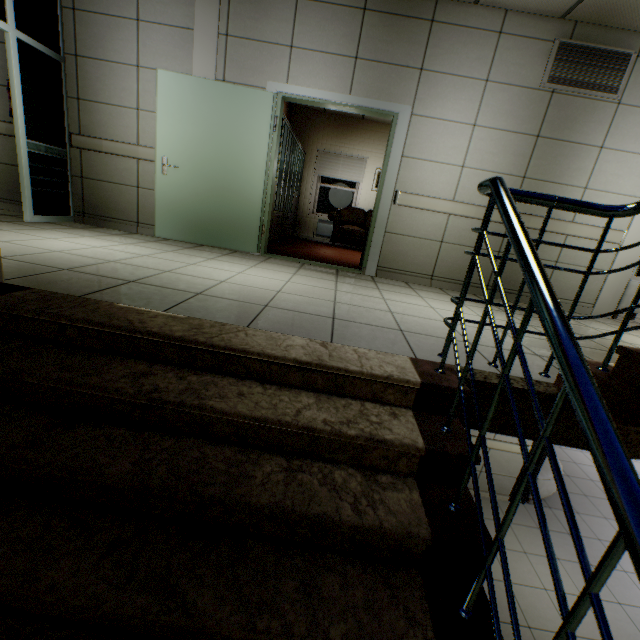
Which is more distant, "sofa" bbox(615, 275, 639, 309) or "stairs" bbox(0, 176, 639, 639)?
"sofa" bbox(615, 275, 639, 309)

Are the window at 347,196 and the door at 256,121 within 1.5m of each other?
no

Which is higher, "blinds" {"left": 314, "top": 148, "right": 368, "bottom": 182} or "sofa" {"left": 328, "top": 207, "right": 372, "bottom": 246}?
"blinds" {"left": 314, "top": 148, "right": 368, "bottom": 182}

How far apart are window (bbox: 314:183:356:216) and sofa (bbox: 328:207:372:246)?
0.5m

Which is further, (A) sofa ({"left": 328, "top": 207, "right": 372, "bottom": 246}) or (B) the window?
(B) the window

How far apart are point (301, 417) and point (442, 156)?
4.16m

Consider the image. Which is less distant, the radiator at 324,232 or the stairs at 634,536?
the stairs at 634,536

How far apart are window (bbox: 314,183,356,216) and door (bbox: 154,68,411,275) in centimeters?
488cm
